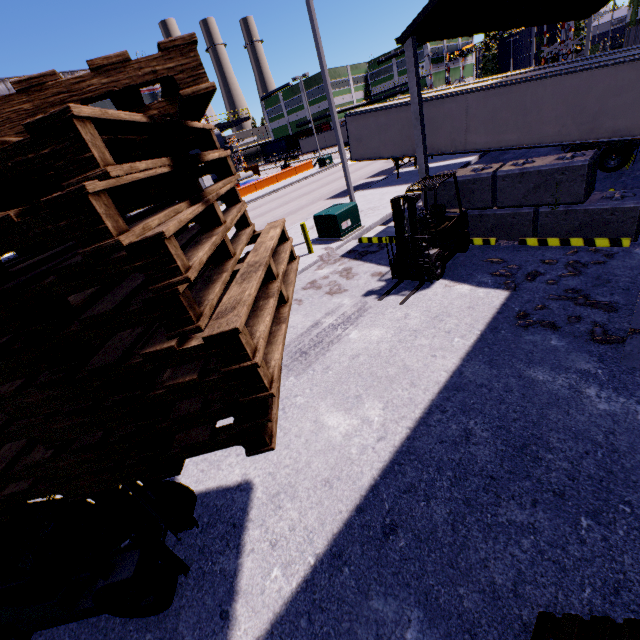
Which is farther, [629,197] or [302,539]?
[629,197]

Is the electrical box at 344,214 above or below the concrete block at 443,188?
below

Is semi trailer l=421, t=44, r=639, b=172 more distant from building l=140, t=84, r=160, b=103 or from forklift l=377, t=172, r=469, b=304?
forklift l=377, t=172, r=469, b=304

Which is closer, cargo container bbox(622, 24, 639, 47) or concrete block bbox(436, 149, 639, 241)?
concrete block bbox(436, 149, 639, 241)

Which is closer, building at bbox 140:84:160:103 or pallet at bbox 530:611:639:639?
pallet at bbox 530:611:639:639

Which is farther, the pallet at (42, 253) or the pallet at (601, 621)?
the pallet at (601, 621)

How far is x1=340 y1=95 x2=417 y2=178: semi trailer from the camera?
18.2m
